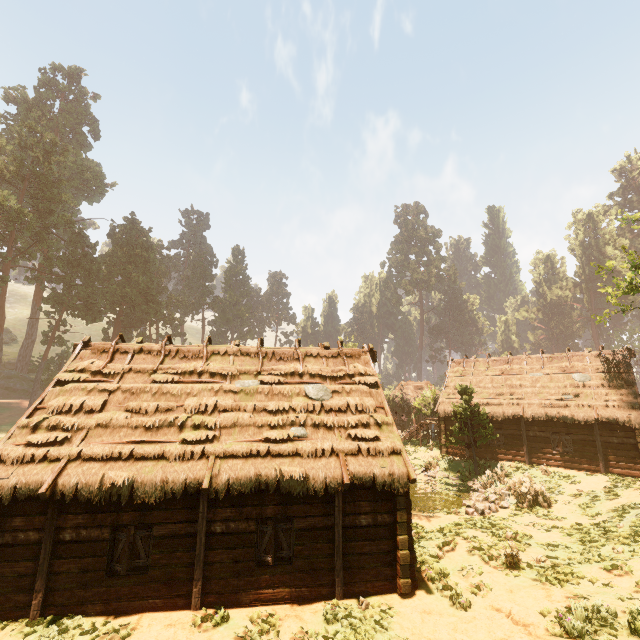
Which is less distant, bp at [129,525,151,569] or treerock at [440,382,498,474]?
bp at [129,525,151,569]

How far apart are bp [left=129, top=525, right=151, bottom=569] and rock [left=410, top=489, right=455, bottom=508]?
15.47m

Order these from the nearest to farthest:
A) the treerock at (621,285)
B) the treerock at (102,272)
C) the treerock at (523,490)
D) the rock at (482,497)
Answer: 1. the rock at (482,497)
2. the treerock at (523,490)
3. the treerock at (621,285)
4. the treerock at (102,272)

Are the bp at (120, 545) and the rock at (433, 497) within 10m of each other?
no

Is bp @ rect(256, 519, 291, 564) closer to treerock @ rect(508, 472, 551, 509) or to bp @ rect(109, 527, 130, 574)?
bp @ rect(109, 527, 130, 574)

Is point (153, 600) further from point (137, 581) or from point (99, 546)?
point (99, 546)

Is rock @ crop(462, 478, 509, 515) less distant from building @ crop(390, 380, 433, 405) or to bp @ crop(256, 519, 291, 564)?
building @ crop(390, 380, 433, 405)

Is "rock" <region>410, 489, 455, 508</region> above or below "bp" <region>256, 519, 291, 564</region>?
below
